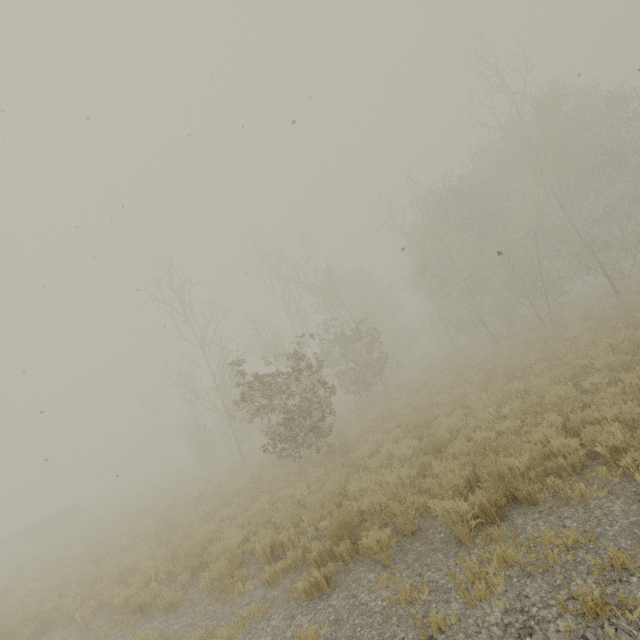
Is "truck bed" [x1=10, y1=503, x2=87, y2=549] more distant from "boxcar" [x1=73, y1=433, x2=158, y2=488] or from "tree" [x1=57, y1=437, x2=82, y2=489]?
"boxcar" [x1=73, y1=433, x2=158, y2=488]

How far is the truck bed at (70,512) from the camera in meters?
23.0 m

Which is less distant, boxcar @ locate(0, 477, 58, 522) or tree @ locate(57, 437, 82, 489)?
tree @ locate(57, 437, 82, 489)

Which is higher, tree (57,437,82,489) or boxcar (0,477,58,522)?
tree (57,437,82,489)

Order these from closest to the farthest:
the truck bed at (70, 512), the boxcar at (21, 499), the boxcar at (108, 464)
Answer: the truck bed at (70, 512), the boxcar at (108, 464), the boxcar at (21, 499)

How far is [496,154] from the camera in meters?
26.0

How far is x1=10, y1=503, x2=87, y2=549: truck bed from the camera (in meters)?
23.00

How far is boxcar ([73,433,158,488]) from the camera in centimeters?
5441cm
